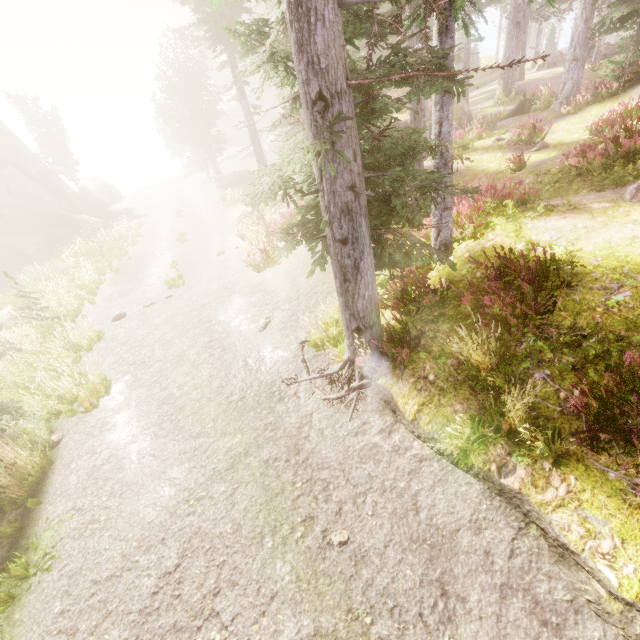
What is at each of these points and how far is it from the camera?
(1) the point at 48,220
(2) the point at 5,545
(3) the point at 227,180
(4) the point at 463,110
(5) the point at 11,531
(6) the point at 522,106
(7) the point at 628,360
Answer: (1) rock, 30.92m
(2) rock, 6.02m
(3) rock, 35.62m
(4) rock, 19.27m
(5) instancedfoliageactor, 5.90m
(6) tree trunk, 19.27m
(7) instancedfoliageactor, 3.89m

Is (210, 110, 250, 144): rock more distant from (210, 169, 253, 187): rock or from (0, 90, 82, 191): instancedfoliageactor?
(210, 169, 253, 187): rock

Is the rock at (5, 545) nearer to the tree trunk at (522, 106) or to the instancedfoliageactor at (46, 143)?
the instancedfoliageactor at (46, 143)

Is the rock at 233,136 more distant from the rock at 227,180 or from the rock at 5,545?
the rock at 5,545

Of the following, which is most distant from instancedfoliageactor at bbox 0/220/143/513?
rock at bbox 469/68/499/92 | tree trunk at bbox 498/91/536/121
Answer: tree trunk at bbox 498/91/536/121

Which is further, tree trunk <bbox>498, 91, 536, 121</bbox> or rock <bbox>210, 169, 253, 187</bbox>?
rock <bbox>210, 169, 253, 187</bbox>

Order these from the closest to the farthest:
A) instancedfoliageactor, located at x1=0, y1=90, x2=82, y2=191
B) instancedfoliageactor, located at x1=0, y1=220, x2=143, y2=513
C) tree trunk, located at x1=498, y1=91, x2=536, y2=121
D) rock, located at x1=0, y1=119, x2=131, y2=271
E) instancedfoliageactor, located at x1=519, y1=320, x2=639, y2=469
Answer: instancedfoliageactor, located at x1=519, y1=320, x2=639, y2=469 → instancedfoliageactor, located at x1=0, y1=220, x2=143, y2=513 → tree trunk, located at x1=498, y1=91, x2=536, y2=121 → rock, located at x1=0, y1=119, x2=131, y2=271 → instancedfoliageactor, located at x1=0, y1=90, x2=82, y2=191

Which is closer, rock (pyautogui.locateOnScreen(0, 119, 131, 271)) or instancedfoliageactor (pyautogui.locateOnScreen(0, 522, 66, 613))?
instancedfoliageactor (pyautogui.locateOnScreen(0, 522, 66, 613))
